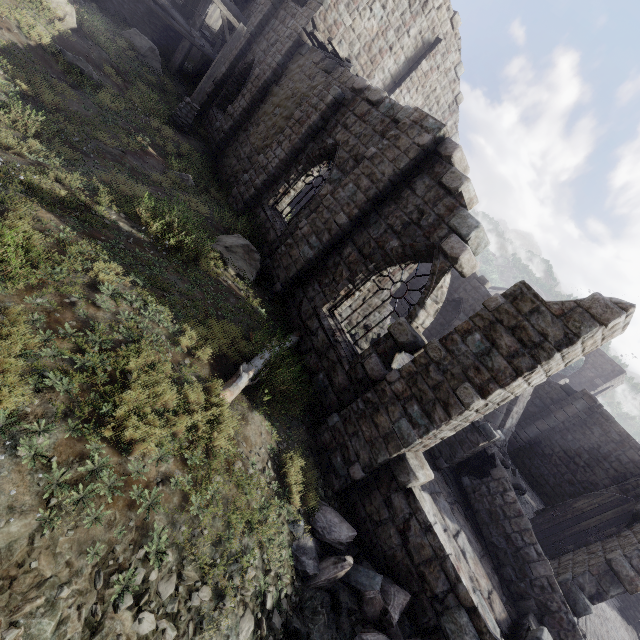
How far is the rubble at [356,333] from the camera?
12.0 meters

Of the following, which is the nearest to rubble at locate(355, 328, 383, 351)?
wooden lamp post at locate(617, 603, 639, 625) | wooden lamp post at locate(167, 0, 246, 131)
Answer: wooden lamp post at locate(167, 0, 246, 131)

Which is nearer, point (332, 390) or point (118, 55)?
point (332, 390)

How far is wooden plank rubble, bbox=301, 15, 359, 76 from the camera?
11.0 meters

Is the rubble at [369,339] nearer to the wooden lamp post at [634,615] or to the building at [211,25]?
the building at [211,25]

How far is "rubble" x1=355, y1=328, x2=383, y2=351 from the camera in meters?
12.1 m

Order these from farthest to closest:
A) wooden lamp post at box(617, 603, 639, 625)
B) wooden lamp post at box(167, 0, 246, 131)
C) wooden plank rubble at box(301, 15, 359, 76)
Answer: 1. wooden lamp post at box(617, 603, 639, 625)
2. wooden lamp post at box(167, 0, 246, 131)
3. wooden plank rubble at box(301, 15, 359, 76)

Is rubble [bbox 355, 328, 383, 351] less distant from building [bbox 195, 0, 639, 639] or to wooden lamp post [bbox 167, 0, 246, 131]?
building [bbox 195, 0, 639, 639]
